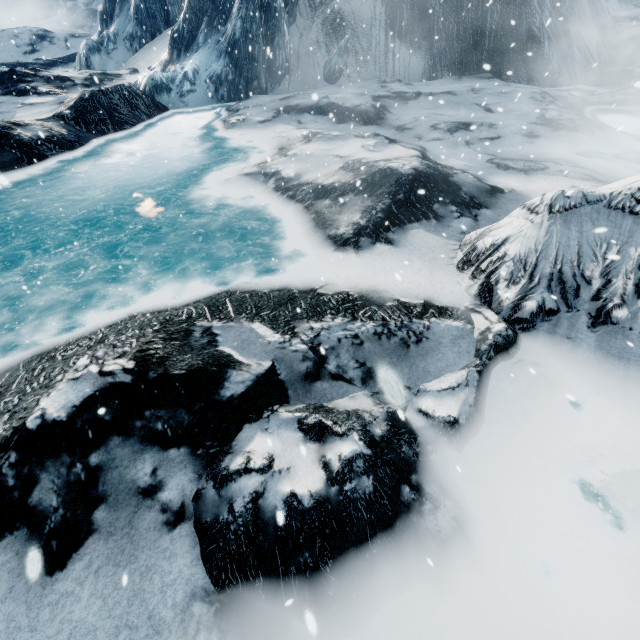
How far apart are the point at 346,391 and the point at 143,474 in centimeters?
211cm
